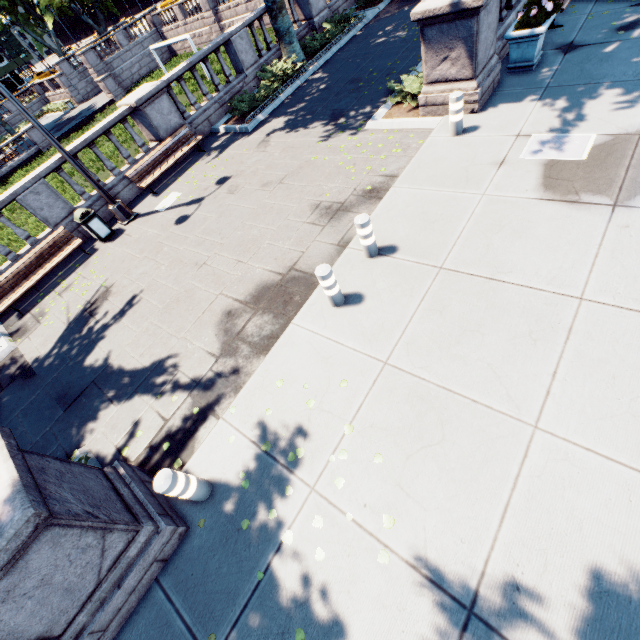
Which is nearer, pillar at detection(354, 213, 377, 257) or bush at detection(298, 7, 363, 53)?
pillar at detection(354, 213, 377, 257)

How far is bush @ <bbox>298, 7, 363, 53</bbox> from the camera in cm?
1436

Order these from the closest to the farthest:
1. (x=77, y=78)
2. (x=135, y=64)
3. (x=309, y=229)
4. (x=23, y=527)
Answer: (x=23, y=527) → (x=309, y=229) → (x=135, y=64) → (x=77, y=78)

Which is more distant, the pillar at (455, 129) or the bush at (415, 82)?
the bush at (415, 82)

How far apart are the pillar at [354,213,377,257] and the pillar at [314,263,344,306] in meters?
0.9

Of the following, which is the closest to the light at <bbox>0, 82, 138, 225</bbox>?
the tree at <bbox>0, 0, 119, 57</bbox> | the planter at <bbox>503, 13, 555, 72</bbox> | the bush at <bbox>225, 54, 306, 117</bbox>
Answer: the tree at <bbox>0, 0, 119, 57</bbox>

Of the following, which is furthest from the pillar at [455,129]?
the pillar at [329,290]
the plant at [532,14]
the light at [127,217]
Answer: the light at [127,217]

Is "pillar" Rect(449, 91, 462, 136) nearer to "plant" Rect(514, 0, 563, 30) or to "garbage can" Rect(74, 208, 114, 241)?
"plant" Rect(514, 0, 563, 30)
